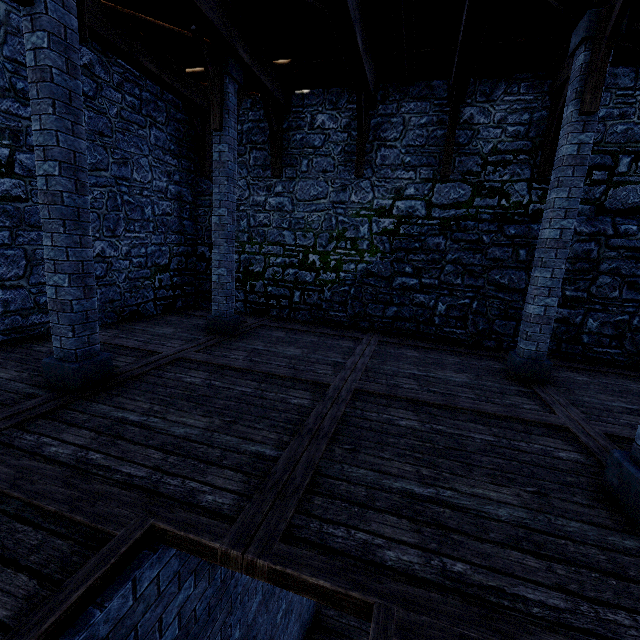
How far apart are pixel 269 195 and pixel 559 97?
6.8m

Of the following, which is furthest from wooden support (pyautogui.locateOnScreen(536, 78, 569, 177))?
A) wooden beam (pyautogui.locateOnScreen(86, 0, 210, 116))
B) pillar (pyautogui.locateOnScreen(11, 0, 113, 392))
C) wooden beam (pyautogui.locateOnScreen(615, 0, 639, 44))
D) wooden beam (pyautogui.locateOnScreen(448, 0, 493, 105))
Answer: wooden beam (pyautogui.locateOnScreen(86, 0, 210, 116))

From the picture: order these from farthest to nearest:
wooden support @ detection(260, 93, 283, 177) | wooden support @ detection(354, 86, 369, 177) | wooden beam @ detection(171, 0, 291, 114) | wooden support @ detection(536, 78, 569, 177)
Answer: wooden support @ detection(260, 93, 283, 177) → wooden support @ detection(354, 86, 369, 177) → wooden support @ detection(536, 78, 569, 177) → wooden beam @ detection(171, 0, 291, 114)

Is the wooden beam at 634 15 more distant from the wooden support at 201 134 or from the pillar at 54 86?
the wooden support at 201 134

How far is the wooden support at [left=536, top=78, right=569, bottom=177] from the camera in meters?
6.2

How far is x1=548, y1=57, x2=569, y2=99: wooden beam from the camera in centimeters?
606cm

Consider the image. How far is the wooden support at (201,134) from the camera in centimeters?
821cm

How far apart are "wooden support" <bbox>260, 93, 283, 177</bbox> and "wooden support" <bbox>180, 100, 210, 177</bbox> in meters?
2.0 m
